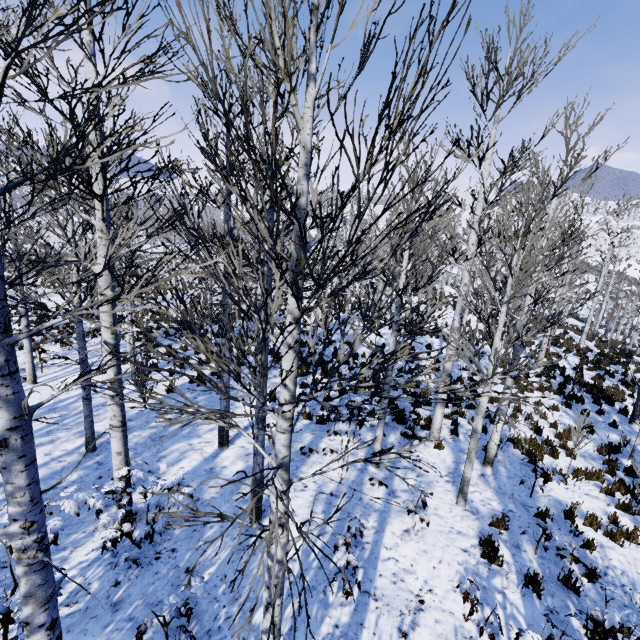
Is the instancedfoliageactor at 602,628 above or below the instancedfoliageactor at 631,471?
above

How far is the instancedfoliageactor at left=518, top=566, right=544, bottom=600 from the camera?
4.98m

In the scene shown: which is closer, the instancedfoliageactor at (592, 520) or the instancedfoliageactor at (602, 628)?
the instancedfoliageactor at (602, 628)

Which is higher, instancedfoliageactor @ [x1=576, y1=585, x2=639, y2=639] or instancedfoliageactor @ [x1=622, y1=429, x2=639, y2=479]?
instancedfoliageactor @ [x1=576, y1=585, x2=639, y2=639]

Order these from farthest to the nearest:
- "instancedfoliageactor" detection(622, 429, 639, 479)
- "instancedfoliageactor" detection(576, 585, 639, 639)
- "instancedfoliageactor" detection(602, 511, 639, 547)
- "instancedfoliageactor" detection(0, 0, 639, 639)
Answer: "instancedfoliageactor" detection(602, 511, 639, 547) → "instancedfoliageactor" detection(576, 585, 639, 639) → "instancedfoliageactor" detection(622, 429, 639, 479) → "instancedfoliageactor" detection(0, 0, 639, 639)

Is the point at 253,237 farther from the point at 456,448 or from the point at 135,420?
the point at 456,448

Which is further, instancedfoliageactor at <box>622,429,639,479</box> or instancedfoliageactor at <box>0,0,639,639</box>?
instancedfoliageactor at <box>622,429,639,479</box>
